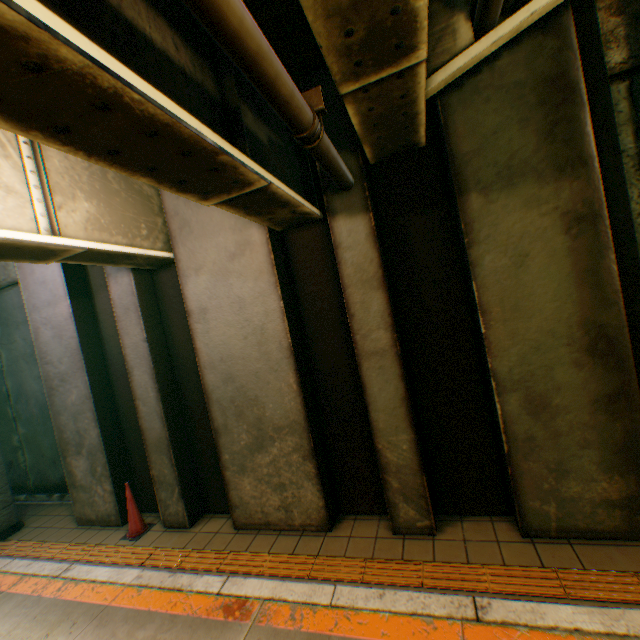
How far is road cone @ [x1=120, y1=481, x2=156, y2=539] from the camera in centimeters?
514cm

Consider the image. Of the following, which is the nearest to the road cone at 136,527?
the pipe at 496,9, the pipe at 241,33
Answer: the pipe at 241,33

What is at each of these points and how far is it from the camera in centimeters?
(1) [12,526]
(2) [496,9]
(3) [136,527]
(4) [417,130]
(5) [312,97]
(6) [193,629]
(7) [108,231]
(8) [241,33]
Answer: (1) overpass support, 609cm
(2) pipe, 265cm
(3) road cone, 517cm
(4) bridge, 342cm
(5) pipe support, 247cm
(6) railway, 330cm
(7) bridge, 396cm
(8) pipe, 148cm

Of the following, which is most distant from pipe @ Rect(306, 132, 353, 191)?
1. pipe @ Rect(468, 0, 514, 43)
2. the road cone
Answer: the road cone

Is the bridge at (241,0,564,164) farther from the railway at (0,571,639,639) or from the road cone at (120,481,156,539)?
the road cone at (120,481,156,539)

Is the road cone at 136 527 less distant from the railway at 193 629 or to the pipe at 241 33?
the railway at 193 629

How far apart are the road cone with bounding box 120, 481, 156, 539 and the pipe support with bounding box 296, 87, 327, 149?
5.7 meters

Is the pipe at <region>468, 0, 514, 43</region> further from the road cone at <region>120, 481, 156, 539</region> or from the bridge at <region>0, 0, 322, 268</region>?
the road cone at <region>120, 481, 156, 539</region>
